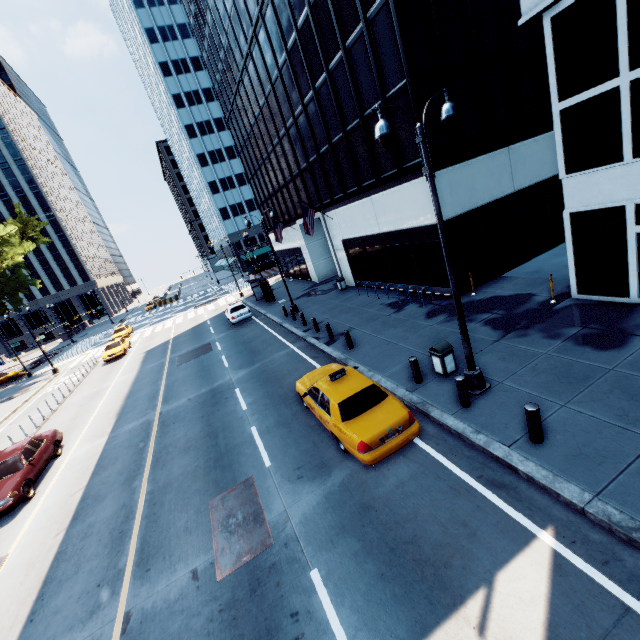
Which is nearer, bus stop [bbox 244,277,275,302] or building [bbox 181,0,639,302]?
building [bbox 181,0,639,302]

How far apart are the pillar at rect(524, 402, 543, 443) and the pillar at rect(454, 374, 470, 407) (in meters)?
1.63

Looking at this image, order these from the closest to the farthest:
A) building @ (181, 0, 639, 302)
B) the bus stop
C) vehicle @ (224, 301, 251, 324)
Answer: building @ (181, 0, 639, 302) → vehicle @ (224, 301, 251, 324) → the bus stop

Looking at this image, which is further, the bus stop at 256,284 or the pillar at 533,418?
the bus stop at 256,284

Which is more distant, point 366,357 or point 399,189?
point 399,189

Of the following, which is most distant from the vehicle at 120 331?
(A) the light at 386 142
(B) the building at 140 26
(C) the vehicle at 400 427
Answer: (B) the building at 140 26

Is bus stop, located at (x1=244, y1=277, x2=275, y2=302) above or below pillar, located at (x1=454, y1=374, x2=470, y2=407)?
above

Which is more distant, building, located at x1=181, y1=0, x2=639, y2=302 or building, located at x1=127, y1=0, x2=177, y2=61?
building, located at x1=127, y1=0, x2=177, y2=61
